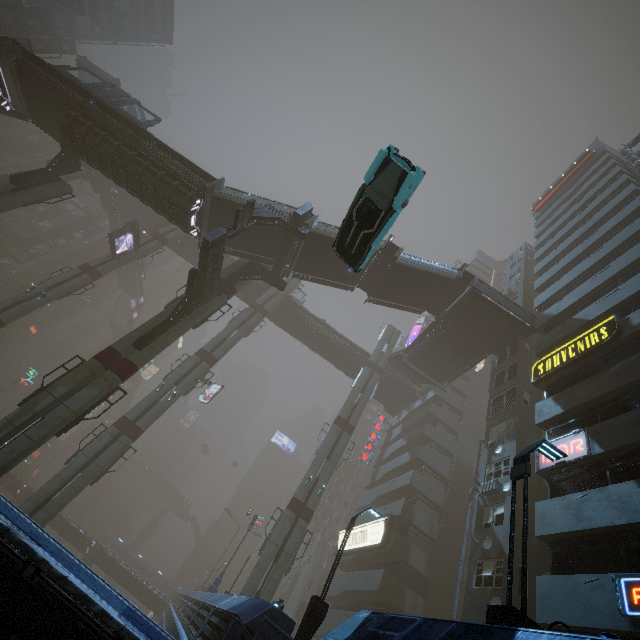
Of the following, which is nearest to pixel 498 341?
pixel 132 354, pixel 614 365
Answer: pixel 614 365

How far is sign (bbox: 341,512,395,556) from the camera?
28.0m

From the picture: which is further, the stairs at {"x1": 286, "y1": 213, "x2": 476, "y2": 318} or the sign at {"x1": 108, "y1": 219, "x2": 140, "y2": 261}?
the sign at {"x1": 108, "y1": 219, "x2": 140, "y2": 261}

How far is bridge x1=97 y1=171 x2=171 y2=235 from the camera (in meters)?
44.72

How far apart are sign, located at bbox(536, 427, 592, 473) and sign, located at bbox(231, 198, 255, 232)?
20.16m

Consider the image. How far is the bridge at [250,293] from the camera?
43.16m

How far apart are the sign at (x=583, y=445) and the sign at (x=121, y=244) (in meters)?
38.70

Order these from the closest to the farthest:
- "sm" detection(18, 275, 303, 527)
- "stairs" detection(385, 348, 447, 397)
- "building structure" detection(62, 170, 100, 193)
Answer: "sm" detection(18, 275, 303, 527) → "stairs" detection(385, 348, 447, 397) → "building structure" detection(62, 170, 100, 193)
